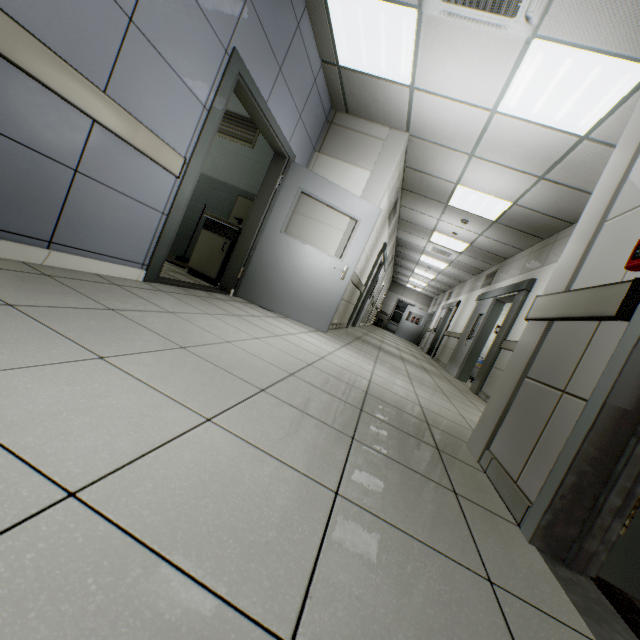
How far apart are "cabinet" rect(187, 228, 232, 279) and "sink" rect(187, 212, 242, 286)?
0.0m

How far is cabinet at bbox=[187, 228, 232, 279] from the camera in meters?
4.7

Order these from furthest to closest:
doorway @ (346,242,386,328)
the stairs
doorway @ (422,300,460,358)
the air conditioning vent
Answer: doorway @ (422,300,460,358) < doorway @ (346,242,386,328) < the air conditioning vent < the stairs

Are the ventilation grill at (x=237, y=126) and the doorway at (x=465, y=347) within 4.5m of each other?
no

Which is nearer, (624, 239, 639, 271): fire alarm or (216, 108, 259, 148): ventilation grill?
(624, 239, 639, 271): fire alarm

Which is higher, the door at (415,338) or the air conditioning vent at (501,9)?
the air conditioning vent at (501,9)

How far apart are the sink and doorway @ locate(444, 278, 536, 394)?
4.9m

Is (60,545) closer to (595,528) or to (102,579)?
(102,579)
